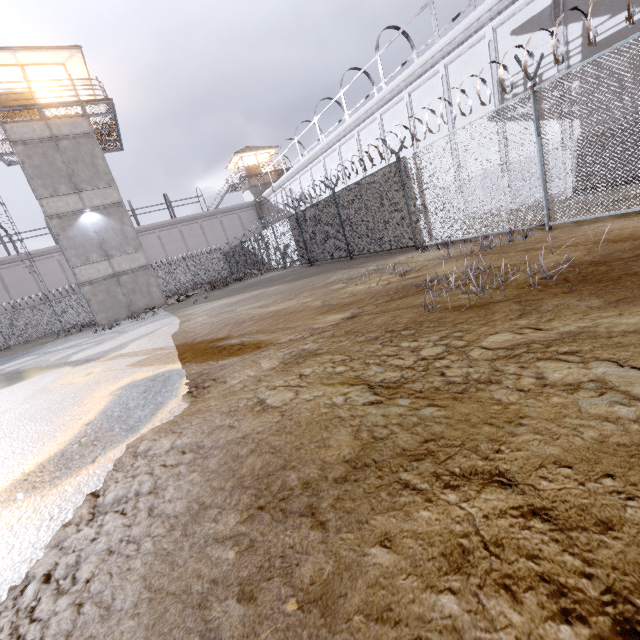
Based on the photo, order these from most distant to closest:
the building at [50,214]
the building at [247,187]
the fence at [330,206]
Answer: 1. the building at [247,187]
2. the building at [50,214]
3. the fence at [330,206]

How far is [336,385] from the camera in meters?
2.6

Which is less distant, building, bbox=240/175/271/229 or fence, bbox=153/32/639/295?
fence, bbox=153/32/639/295

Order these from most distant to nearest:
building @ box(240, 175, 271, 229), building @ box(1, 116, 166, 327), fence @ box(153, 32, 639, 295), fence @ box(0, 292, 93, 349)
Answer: building @ box(240, 175, 271, 229) → fence @ box(0, 292, 93, 349) → building @ box(1, 116, 166, 327) → fence @ box(153, 32, 639, 295)

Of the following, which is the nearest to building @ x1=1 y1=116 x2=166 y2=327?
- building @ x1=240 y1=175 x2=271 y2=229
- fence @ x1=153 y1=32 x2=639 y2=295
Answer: fence @ x1=153 y1=32 x2=639 y2=295

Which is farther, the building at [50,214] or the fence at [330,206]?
the building at [50,214]

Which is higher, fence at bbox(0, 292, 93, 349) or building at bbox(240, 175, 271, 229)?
building at bbox(240, 175, 271, 229)
